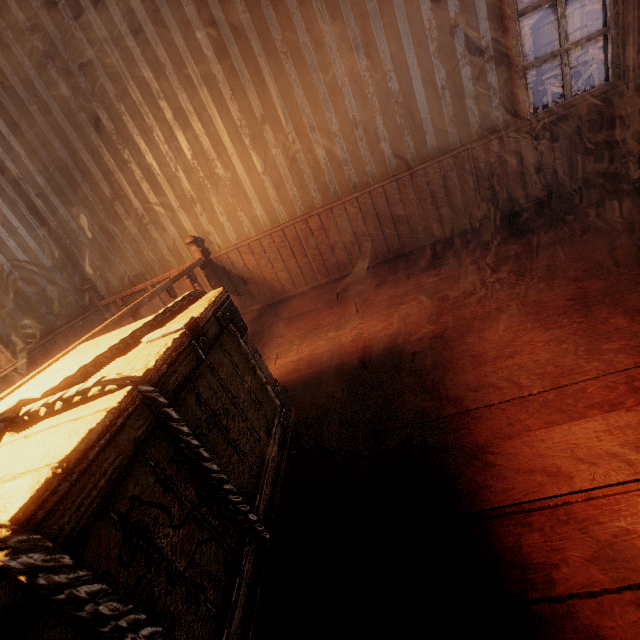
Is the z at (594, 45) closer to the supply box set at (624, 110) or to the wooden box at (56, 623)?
the supply box set at (624, 110)

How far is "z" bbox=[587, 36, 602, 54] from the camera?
44.8 meters

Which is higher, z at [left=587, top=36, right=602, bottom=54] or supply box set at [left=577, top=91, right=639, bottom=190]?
z at [left=587, top=36, right=602, bottom=54]

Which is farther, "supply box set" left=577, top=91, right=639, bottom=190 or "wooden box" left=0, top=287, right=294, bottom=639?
"supply box set" left=577, top=91, right=639, bottom=190

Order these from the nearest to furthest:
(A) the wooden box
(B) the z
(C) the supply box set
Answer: (A) the wooden box
(C) the supply box set
(B) the z

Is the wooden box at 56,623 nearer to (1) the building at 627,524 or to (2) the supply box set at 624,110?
(1) the building at 627,524

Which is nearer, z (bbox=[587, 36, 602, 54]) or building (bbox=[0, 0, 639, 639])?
building (bbox=[0, 0, 639, 639])

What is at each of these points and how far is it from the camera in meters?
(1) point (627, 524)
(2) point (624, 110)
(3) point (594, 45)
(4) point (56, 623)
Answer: (1) building, 0.9 m
(2) supply box set, 2.6 m
(3) z, 45.8 m
(4) wooden box, 0.6 m
